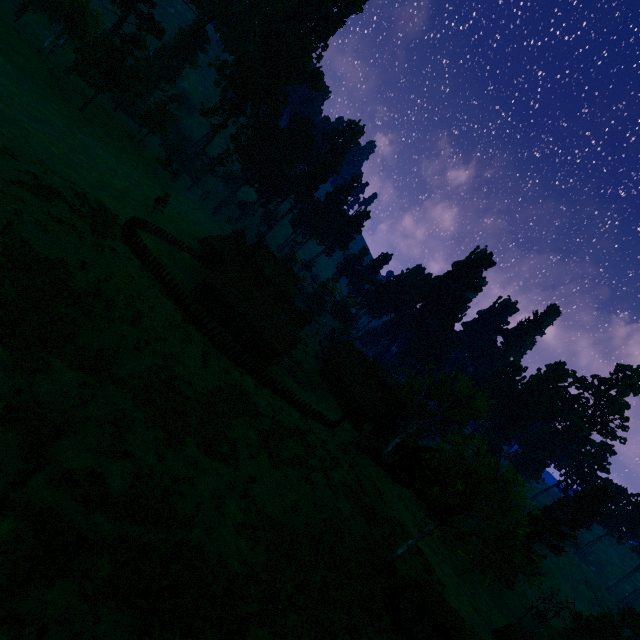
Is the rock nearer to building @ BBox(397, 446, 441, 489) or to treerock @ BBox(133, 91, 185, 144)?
treerock @ BBox(133, 91, 185, 144)

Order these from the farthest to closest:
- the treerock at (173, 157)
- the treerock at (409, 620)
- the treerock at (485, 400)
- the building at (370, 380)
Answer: the treerock at (173, 157)
the building at (370, 380)
the treerock at (485, 400)
the treerock at (409, 620)

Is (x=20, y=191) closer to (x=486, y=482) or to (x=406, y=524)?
(x=486, y=482)

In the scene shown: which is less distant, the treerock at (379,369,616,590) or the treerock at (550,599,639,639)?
the treerock at (379,369,616,590)

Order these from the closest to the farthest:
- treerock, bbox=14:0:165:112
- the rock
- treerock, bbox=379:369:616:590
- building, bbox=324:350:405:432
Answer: treerock, bbox=379:369:616:590 → the rock → treerock, bbox=14:0:165:112 → building, bbox=324:350:405:432

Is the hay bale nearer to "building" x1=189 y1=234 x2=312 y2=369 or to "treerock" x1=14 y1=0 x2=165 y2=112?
"building" x1=189 y1=234 x2=312 y2=369

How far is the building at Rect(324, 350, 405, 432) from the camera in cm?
4881

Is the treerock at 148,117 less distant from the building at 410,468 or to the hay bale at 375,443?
the building at 410,468
